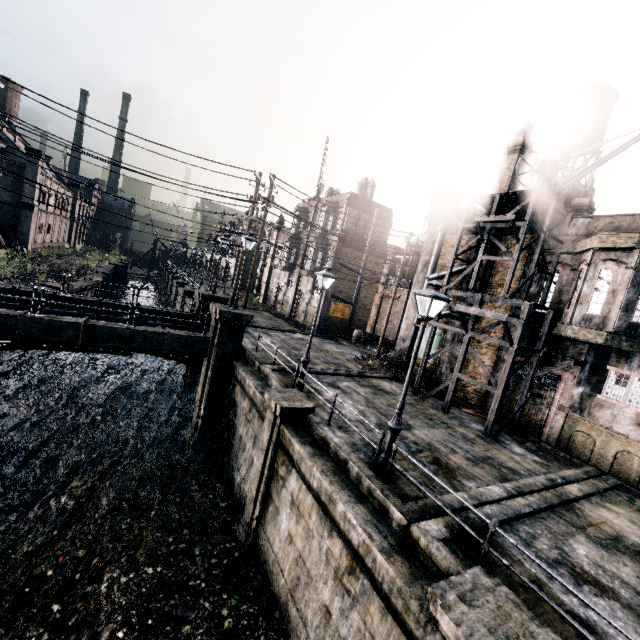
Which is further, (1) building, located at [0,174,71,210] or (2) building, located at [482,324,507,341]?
(1) building, located at [0,174,71,210]

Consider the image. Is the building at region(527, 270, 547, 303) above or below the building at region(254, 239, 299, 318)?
above

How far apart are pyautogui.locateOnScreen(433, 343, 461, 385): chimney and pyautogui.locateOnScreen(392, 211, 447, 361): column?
2.88m

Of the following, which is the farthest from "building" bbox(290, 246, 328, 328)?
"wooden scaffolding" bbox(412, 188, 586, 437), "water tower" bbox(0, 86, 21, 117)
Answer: "water tower" bbox(0, 86, 21, 117)

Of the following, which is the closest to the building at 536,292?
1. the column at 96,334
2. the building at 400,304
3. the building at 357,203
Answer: the column at 96,334

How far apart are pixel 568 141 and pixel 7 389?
38.31m

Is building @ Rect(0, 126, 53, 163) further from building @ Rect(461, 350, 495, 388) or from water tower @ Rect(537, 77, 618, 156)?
water tower @ Rect(537, 77, 618, 156)

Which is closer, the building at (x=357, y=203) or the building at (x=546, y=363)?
the building at (x=546, y=363)
